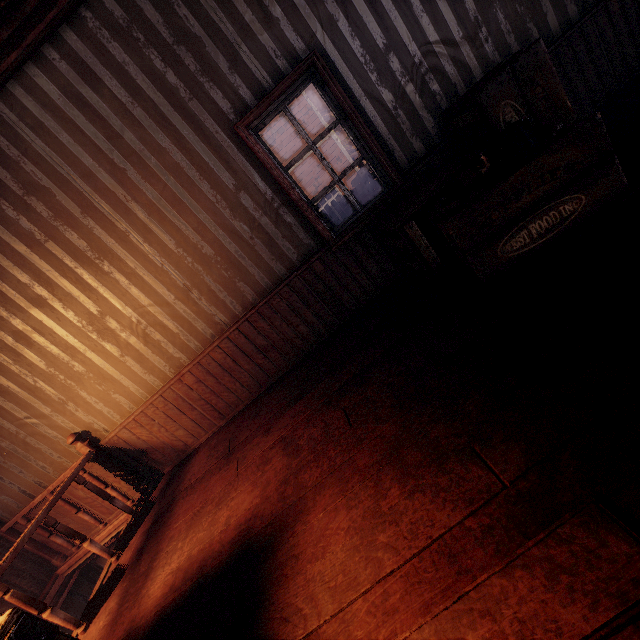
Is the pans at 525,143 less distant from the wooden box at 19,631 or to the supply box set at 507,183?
the supply box set at 507,183

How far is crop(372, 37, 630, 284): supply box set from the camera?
2.1m

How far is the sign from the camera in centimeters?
1245cm

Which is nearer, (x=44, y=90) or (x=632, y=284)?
(x=632, y=284)

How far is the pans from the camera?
2.1 meters

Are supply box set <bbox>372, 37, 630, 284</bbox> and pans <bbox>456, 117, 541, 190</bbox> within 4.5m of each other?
yes

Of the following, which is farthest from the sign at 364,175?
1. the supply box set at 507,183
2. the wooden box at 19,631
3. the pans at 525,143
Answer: the wooden box at 19,631

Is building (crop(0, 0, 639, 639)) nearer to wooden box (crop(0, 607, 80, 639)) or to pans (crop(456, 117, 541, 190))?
wooden box (crop(0, 607, 80, 639))
